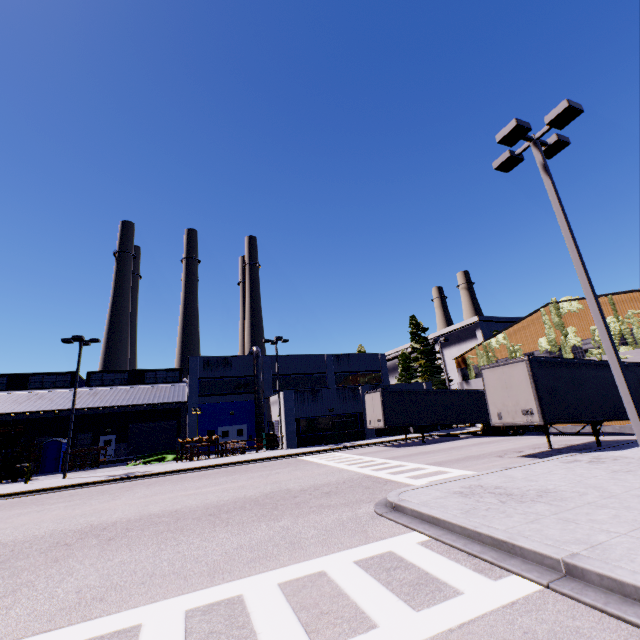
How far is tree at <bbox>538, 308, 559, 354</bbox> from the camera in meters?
27.2 m

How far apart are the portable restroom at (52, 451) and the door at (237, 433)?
13.7 meters

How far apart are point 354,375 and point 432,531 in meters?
35.1

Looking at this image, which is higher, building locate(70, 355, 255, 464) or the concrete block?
building locate(70, 355, 255, 464)

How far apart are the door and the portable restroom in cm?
1372

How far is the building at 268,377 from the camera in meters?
32.2

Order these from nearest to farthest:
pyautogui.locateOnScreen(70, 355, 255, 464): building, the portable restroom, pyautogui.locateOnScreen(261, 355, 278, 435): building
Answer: the portable restroom, pyautogui.locateOnScreen(261, 355, 278, 435): building, pyautogui.locateOnScreen(70, 355, 255, 464): building

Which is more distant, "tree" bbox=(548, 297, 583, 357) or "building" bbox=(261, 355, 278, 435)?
"building" bbox=(261, 355, 278, 435)
